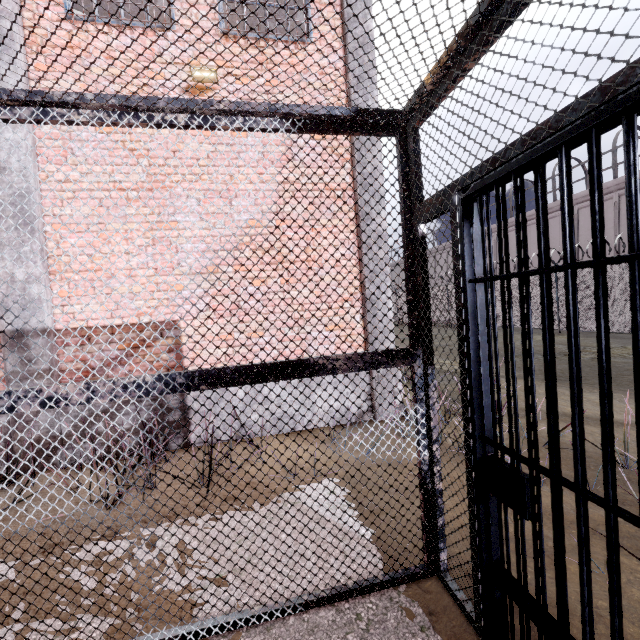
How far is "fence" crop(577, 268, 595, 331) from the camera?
12.59m

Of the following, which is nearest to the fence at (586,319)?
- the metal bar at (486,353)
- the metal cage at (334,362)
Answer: the metal cage at (334,362)

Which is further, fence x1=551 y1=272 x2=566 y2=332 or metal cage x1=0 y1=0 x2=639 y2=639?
fence x1=551 y1=272 x2=566 y2=332

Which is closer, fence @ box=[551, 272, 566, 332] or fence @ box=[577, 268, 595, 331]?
fence @ box=[577, 268, 595, 331]

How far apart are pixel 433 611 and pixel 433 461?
0.9m

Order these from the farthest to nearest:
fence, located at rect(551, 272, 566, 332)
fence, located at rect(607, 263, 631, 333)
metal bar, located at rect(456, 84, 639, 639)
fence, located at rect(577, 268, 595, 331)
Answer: fence, located at rect(551, 272, 566, 332)
fence, located at rect(577, 268, 595, 331)
fence, located at rect(607, 263, 631, 333)
metal bar, located at rect(456, 84, 639, 639)

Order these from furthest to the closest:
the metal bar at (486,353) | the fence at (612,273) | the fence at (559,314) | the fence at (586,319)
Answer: the fence at (559,314) < the fence at (586,319) < the fence at (612,273) < the metal bar at (486,353)
